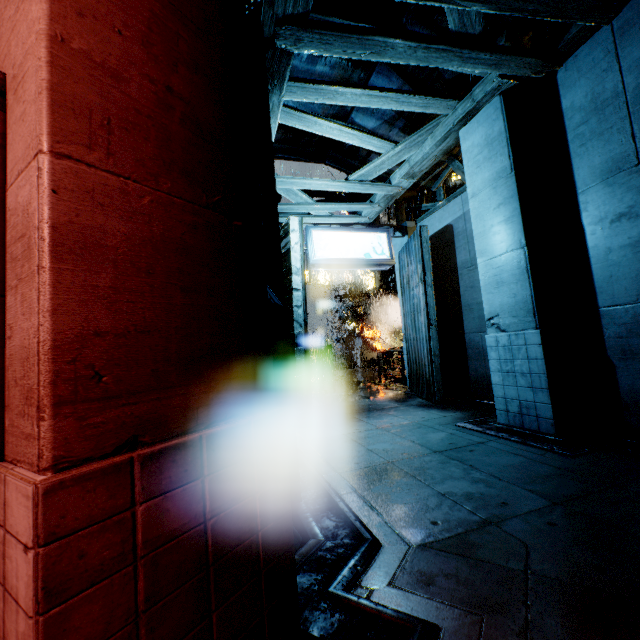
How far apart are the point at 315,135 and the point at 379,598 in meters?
11.2 m
